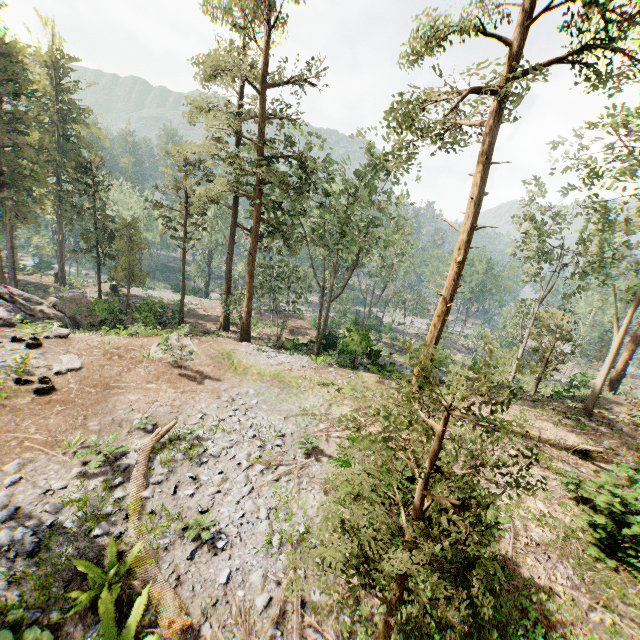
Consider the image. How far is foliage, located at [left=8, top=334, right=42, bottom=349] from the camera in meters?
15.7

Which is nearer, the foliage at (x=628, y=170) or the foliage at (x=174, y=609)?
the foliage at (x=174, y=609)

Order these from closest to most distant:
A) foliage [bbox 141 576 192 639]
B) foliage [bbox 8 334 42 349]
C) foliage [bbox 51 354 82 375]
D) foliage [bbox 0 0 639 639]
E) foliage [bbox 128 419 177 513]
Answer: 1. foliage [bbox 0 0 639 639]
2. foliage [bbox 141 576 192 639]
3. foliage [bbox 128 419 177 513]
4. foliage [bbox 51 354 82 375]
5. foliage [bbox 8 334 42 349]

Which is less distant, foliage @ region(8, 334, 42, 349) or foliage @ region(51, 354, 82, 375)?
foliage @ region(51, 354, 82, 375)

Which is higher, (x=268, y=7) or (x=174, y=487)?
(x=268, y=7)
